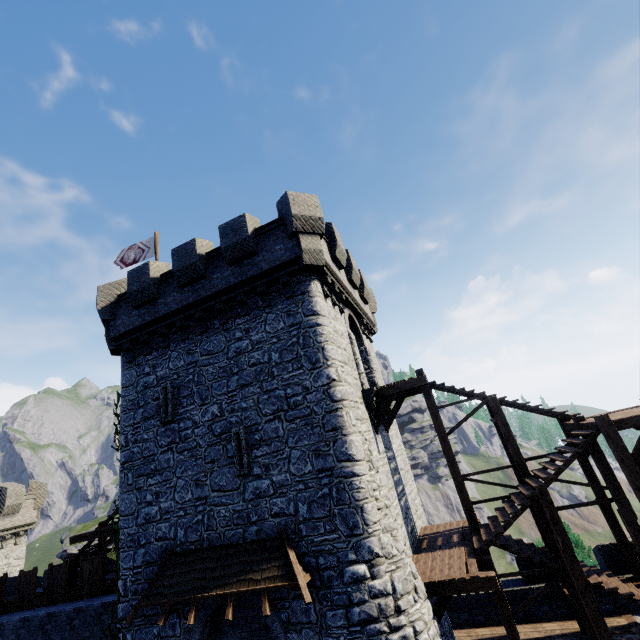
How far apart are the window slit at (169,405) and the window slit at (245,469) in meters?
2.6

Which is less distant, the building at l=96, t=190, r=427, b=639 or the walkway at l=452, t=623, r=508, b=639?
the building at l=96, t=190, r=427, b=639

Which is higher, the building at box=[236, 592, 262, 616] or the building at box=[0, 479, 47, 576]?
the building at box=[0, 479, 47, 576]

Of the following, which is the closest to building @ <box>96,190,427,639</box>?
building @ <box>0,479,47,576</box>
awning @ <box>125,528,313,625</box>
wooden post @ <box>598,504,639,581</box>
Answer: awning @ <box>125,528,313,625</box>

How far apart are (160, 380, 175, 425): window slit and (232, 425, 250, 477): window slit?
2.56m

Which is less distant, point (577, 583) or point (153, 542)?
point (577, 583)

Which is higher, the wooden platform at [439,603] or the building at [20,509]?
the building at [20,509]

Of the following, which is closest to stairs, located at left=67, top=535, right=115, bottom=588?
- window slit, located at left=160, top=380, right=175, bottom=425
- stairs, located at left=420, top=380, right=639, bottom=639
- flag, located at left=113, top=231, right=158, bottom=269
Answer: window slit, located at left=160, top=380, right=175, bottom=425
